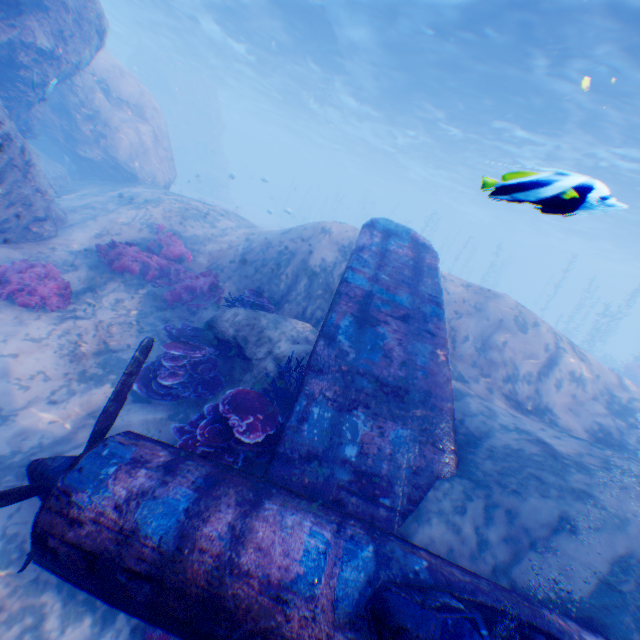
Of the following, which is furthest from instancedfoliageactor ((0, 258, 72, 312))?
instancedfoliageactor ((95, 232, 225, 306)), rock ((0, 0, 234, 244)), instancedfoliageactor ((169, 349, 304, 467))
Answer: instancedfoliageactor ((169, 349, 304, 467))

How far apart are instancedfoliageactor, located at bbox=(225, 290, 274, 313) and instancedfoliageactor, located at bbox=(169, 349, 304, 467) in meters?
2.5

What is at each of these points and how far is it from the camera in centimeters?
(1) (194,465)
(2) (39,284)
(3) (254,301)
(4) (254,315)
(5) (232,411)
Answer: (1) plane, 329cm
(2) instancedfoliageactor, 661cm
(3) instancedfoliageactor, 799cm
(4) rock, 690cm
(5) instancedfoliageactor, 448cm

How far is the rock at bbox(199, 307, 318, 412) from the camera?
6.1 meters

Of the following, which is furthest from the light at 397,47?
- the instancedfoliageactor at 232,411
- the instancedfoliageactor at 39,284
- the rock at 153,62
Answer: the instancedfoliageactor at 39,284

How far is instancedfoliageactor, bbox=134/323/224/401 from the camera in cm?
577

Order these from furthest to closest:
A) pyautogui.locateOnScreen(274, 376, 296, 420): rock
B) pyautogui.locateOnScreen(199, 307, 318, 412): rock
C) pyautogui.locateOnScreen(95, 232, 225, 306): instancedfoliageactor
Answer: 1. pyautogui.locateOnScreen(95, 232, 225, 306): instancedfoliageactor
2. pyautogui.locateOnScreen(199, 307, 318, 412): rock
3. pyautogui.locateOnScreen(274, 376, 296, 420): rock

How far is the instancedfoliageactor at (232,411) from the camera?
4.3 meters
